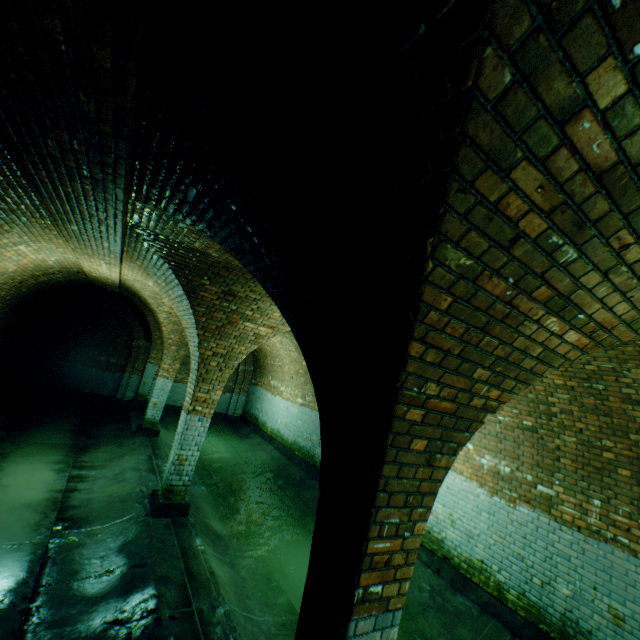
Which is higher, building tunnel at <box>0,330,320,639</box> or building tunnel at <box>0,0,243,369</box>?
building tunnel at <box>0,0,243,369</box>

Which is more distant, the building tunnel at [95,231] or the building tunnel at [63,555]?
the building tunnel at [63,555]

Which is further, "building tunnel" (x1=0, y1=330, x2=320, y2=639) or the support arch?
"building tunnel" (x1=0, y1=330, x2=320, y2=639)

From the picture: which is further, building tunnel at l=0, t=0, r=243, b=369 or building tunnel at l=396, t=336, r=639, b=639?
building tunnel at l=396, t=336, r=639, b=639

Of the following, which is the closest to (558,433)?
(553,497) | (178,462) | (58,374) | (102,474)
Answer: (553,497)

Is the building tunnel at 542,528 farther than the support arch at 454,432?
Yes
